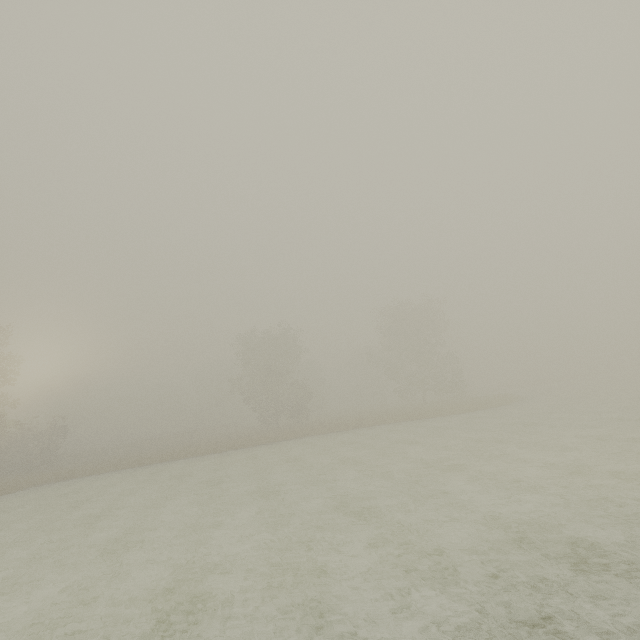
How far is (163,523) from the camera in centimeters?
1274cm
